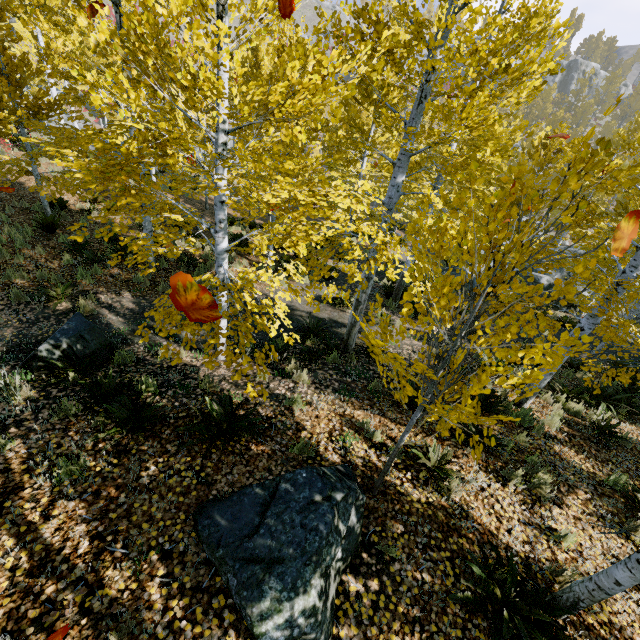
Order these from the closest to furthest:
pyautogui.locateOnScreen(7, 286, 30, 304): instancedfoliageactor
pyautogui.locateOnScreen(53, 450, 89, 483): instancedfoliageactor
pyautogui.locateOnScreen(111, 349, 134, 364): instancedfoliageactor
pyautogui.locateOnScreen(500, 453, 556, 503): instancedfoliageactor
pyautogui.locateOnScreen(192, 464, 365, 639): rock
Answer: pyautogui.locateOnScreen(192, 464, 365, 639): rock → pyautogui.locateOnScreen(53, 450, 89, 483): instancedfoliageactor → pyautogui.locateOnScreen(500, 453, 556, 503): instancedfoliageactor → pyautogui.locateOnScreen(111, 349, 134, 364): instancedfoliageactor → pyautogui.locateOnScreen(7, 286, 30, 304): instancedfoliageactor

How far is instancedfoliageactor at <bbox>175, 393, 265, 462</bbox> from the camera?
4.16m

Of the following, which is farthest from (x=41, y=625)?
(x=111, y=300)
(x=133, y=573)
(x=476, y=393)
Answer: (x=111, y=300)

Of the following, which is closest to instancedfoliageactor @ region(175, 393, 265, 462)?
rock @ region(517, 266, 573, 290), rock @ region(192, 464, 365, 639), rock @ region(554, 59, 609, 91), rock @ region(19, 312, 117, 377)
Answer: rock @ region(517, 266, 573, 290)

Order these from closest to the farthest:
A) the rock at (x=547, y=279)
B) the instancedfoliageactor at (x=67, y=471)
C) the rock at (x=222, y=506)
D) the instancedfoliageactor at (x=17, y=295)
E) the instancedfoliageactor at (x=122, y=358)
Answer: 1. the rock at (x=222, y=506)
2. the instancedfoliageactor at (x=67, y=471)
3. the instancedfoliageactor at (x=122, y=358)
4. the instancedfoliageactor at (x=17, y=295)
5. the rock at (x=547, y=279)

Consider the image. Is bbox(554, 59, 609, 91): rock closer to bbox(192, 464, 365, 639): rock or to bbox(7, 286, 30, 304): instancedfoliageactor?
bbox(7, 286, 30, 304): instancedfoliageactor

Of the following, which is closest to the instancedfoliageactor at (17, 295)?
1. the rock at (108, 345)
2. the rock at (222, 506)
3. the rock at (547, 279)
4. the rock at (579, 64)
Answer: the rock at (547, 279)

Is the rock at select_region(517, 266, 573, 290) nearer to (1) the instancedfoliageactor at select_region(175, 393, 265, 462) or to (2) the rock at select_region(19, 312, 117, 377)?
(1) the instancedfoliageactor at select_region(175, 393, 265, 462)
